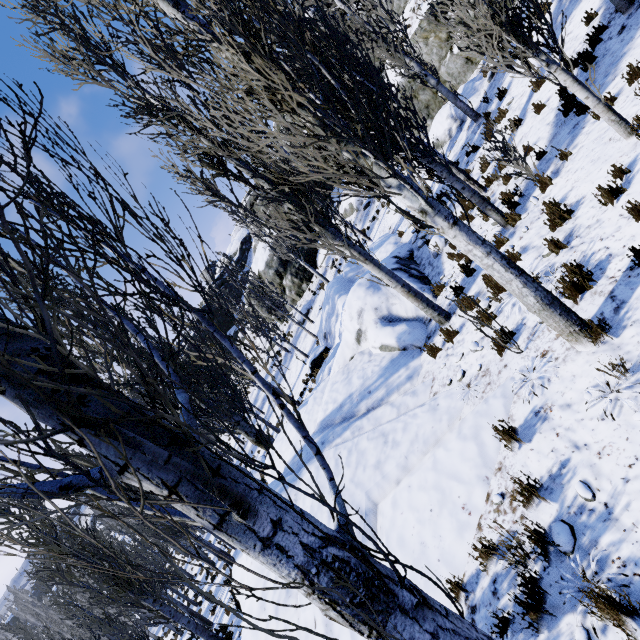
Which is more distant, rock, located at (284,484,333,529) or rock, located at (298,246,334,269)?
rock, located at (298,246,334,269)

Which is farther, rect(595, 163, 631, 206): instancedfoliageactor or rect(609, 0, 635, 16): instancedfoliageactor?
rect(609, 0, 635, 16): instancedfoliageactor

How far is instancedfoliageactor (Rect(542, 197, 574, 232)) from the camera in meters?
5.7

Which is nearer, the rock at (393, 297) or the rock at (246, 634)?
the rock at (393, 297)

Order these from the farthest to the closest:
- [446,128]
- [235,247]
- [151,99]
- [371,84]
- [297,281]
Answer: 1. [235,247]
2. [297,281]
3. [446,128]
4. [151,99]
5. [371,84]

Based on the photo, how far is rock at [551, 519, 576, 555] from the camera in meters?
3.1

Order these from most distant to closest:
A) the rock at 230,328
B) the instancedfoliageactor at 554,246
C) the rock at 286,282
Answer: the rock at 230,328 < the rock at 286,282 < the instancedfoliageactor at 554,246

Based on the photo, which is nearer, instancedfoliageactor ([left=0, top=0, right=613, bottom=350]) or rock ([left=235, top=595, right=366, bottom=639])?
instancedfoliageactor ([left=0, top=0, right=613, bottom=350])
